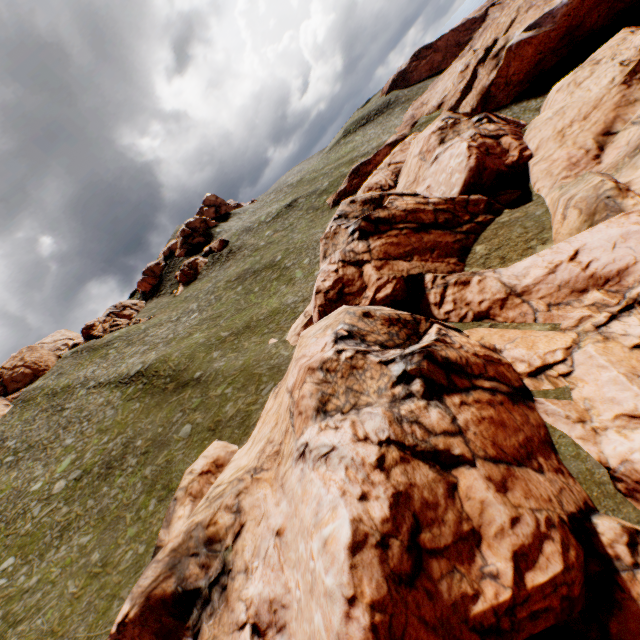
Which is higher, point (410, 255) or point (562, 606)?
point (410, 255)

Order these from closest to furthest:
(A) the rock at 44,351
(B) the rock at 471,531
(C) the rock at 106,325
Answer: (B) the rock at 471,531
(A) the rock at 44,351
(C) the rock at 106,325

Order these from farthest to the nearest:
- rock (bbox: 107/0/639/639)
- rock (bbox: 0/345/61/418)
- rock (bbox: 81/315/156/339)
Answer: rock (bbox: 81/315/156/339), rock (bbox: 0/345/61/418), rock (bbox: 107/0/639/639)

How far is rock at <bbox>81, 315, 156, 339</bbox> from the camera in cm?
5497

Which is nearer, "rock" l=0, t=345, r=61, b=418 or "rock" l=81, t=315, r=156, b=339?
"rock" l=0, t=345, r=61, b=418

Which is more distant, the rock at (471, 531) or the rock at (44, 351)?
the rock at (44, 351)

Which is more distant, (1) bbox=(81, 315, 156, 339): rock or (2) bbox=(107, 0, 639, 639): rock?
(1) bbox=(81, 315, 156, 339): rock
